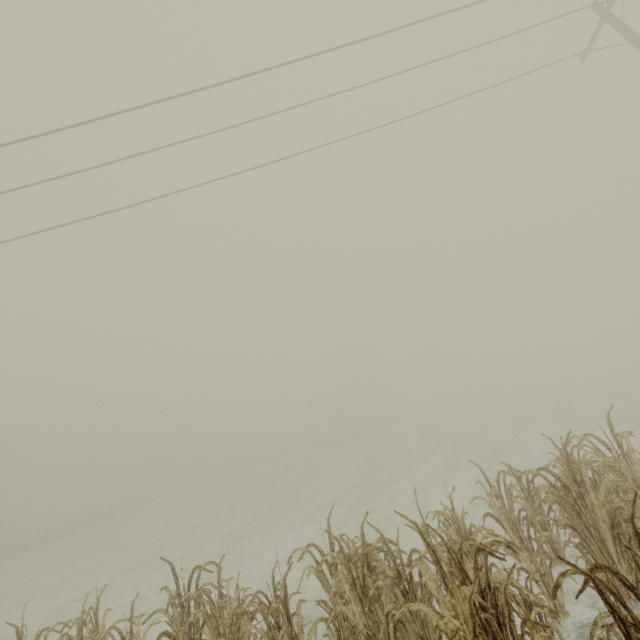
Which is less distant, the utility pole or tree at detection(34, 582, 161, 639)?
tree at detection(34, 582, 161, 639)

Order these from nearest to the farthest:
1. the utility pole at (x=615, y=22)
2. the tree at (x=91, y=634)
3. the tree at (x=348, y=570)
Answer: the tree at (x=348, y=570), the tree at (x=91, y=634), the utility pole at (x=615, y=22)

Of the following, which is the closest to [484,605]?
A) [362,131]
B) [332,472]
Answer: [362,131]

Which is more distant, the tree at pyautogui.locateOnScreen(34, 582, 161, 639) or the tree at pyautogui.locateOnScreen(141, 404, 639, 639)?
the tree at pyautogui.locateOnScreen(34, 582, 161, 639)

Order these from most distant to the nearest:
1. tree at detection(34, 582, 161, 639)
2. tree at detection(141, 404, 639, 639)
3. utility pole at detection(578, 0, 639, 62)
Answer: utility pole at detection(578, 0, 639, 62) → tree at detection(34, 582, 161, 639) → tree at detection(141, 404, 639, 639)

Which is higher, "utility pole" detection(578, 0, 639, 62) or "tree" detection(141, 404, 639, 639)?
"utility pole" detection(578, 0, 639, 62)

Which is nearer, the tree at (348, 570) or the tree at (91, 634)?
the tree at (348, 570)
